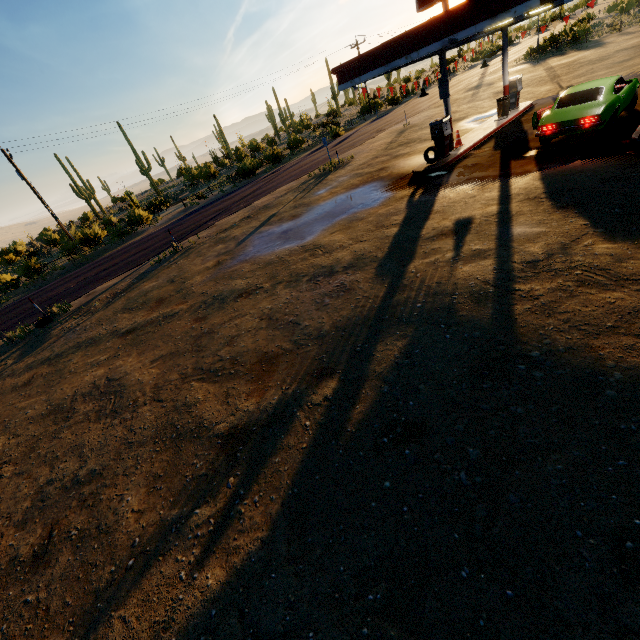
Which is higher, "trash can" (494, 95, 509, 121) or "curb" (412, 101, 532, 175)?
"trash can" (494, 95, 509, 121)

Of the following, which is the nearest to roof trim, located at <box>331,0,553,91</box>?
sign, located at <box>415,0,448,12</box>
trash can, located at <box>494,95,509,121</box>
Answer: sign, located at <box>415,0,448,12</box>

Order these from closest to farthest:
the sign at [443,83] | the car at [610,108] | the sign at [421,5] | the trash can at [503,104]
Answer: the car at [610,108], the sign at [421,5], the sign at [443,83], the trash can at [503,104]

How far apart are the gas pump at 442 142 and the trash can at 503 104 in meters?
5.3

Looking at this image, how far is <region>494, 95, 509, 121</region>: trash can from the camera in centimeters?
1692cm

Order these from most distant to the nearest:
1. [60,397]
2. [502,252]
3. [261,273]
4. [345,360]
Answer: [261,273]
[60,397]
[502,252]
[345,360]

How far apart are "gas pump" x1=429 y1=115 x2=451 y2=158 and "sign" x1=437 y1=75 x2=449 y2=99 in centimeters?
78cm

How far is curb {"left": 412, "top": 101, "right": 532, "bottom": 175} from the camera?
13.8 meters
